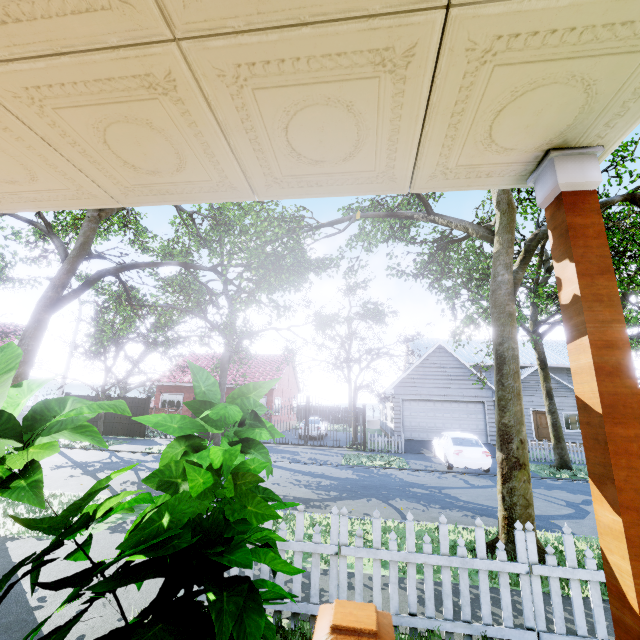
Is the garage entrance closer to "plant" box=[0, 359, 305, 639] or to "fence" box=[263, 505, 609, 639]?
"fence" box=[263, 505, 609, 639]

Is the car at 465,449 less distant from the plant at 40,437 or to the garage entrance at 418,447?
the garage entrance at 418,447

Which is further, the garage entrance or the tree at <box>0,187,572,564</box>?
the garage entrance

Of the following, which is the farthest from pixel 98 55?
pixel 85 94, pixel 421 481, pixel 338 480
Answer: pixel 421 481

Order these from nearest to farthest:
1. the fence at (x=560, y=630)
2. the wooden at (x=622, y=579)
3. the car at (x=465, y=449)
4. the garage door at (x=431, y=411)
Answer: the wooden at (x=622, y=579), the fence at (x=560, y=630), the car at (x=465, y=449), the garage door at (x=431, y=411)

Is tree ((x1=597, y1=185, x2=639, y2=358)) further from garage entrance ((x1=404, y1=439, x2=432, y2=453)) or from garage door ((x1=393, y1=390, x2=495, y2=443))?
garage entrance ((x1=404, y1=439, x2=432, y2=453))

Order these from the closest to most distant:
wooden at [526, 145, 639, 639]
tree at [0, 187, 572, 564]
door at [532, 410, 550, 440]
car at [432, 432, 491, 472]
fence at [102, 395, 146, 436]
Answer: wooden at [526, 145, 639, 639]
tree at [0, 187, 572, 564]
car at [432, 432, 491, 472]
fence at [102, 395, 146, 436]
door at [532, 410, 550, 440]

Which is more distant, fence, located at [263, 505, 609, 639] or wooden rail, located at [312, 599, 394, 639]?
fence, located at [263, 505, 609, 639]
